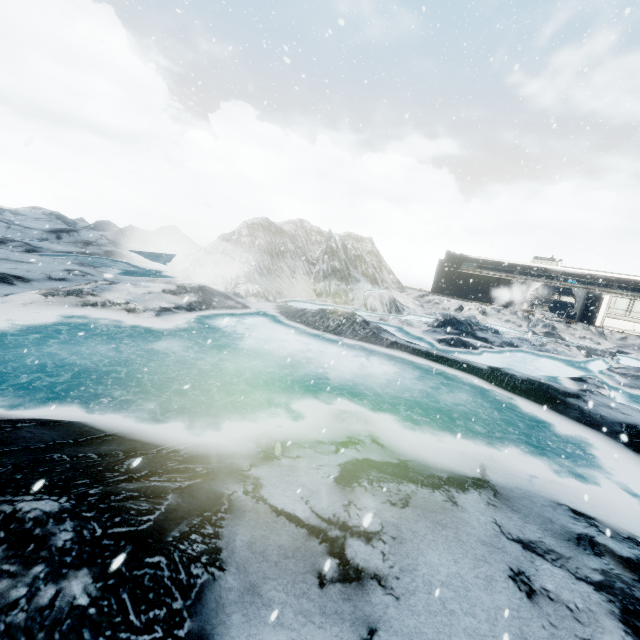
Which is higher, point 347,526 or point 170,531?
point 170,531
